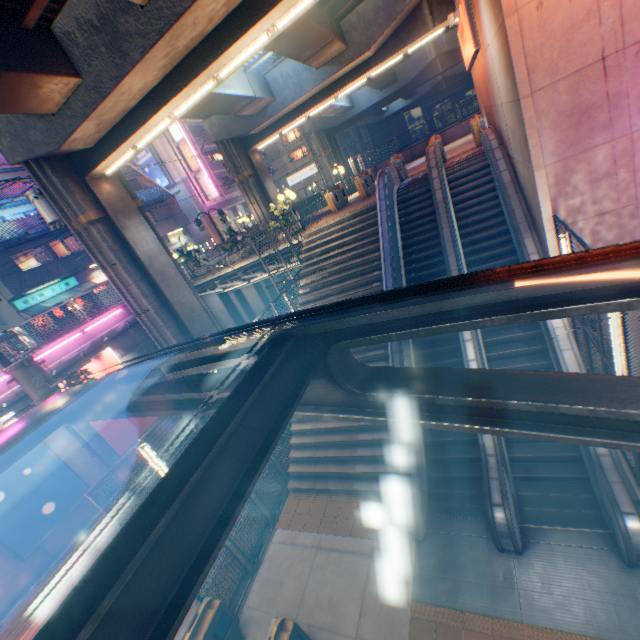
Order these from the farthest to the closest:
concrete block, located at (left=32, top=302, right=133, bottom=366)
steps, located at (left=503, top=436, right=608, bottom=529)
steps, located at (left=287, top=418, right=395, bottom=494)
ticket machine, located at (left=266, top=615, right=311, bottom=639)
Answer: concrete block, located at (left=32, top=302, right=133, bottom=366) → steps, located at (left=287, top=418, right=395, bottom=494) → steps, located at (left=503, top=436, right=608, bottom=529) → ticket machine, located at (left=266, top=615, right=311, bottom=639)

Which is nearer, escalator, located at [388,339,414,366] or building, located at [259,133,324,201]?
escalator, located at [388,339,414,366]

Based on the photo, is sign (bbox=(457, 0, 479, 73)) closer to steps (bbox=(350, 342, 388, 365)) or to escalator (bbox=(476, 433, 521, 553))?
escalator (bbox=(476, 433, 521, 553))

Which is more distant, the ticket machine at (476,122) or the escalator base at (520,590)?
the ticket machine at (476,122)

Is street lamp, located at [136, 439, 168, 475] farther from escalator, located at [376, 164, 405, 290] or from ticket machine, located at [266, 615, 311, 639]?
escalator, located at [376, 164, 405, 290]

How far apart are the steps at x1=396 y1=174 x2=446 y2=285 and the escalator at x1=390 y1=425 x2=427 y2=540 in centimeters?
1cm

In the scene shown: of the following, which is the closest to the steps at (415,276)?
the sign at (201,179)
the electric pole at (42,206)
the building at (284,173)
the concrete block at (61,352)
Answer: the concrete block at (61,352)

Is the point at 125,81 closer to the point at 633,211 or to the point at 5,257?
the point at 633,211
